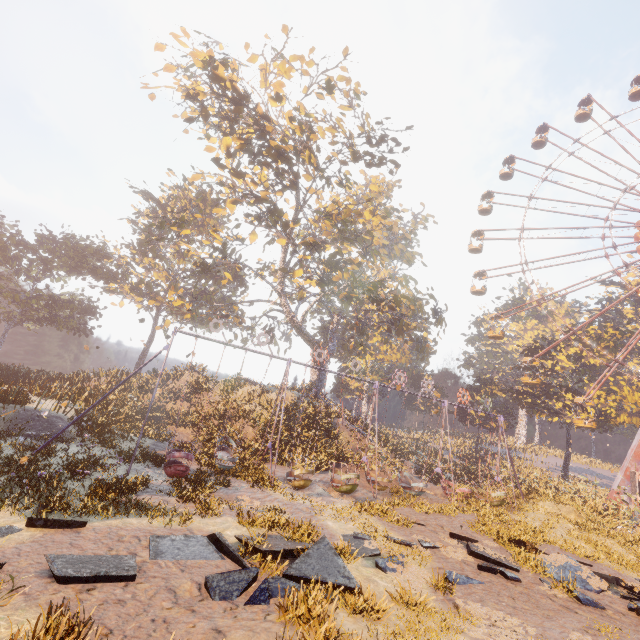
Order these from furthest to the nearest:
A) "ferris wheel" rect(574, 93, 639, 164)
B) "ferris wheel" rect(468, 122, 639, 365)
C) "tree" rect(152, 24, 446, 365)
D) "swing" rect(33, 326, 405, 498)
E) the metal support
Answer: "ferris wheel" rect(574, 93, 639, 164) < "ferris wheel" rect(468, 122, 639, 365) < the metal support < "tree" rect(152, 24, 446, 365) < "swing" rect(33, 326, 405, 498)

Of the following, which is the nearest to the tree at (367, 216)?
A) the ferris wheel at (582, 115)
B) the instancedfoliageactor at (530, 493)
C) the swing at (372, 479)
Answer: the ferris wheel at (582, 115)

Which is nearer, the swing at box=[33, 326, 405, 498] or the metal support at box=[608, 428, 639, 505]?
the swing at box=[33, 326, 405, 498]

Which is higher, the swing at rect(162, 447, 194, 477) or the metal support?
the metal support

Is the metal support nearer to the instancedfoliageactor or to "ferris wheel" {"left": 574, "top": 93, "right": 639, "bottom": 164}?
"ferris wheel" {"left": 574, "top": 93, "right": 639, "bottom": 164}

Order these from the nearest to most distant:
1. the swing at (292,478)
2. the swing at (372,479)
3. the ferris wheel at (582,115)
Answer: the swing at (372,479)
the swing at (292,478)
the ferris wheel at (582,115)

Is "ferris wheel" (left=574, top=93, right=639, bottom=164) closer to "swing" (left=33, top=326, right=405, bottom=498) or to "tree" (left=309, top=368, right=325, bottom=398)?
"tree" (left=309, top=368, right=325, bottom=398)

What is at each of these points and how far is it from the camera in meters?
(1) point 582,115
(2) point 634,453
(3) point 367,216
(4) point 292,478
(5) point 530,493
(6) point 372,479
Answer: (1) ferris wheel, 39.0
(2) metal support, 30.3
(3) tree, 34.8
(4) swing, 16.8
(5) instancedfoliageactor, 25.8
(6) swing, 20.4
